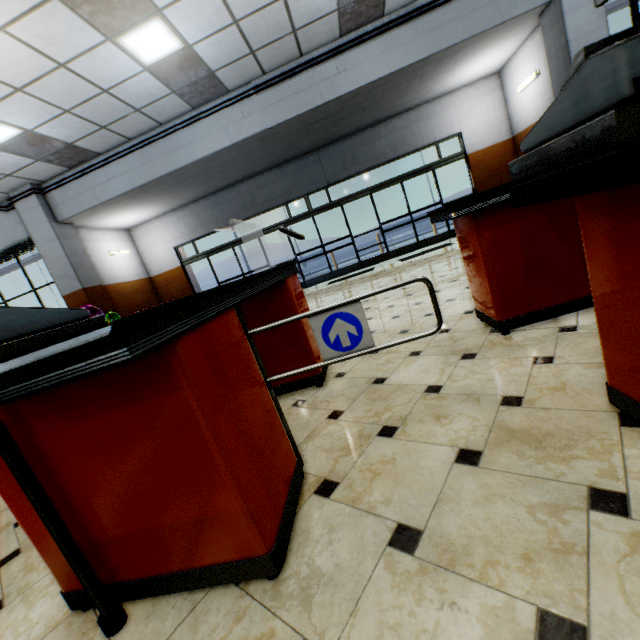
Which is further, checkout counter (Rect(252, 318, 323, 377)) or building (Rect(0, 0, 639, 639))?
checkout counter (Rect(252, 318, 323, 377))

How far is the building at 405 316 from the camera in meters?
3.1 m

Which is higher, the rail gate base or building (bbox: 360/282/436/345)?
the rail gate base

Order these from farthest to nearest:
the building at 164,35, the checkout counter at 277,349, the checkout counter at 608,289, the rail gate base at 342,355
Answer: the building at 164,35, the checkout counter at 277,349, the rail gate base at 342,355, the checkout counter at 608,289

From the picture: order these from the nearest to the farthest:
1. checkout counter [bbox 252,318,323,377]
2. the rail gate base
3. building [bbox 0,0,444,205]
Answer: the rail gate base < checkout counter [bbox 252,318,323,377] < building [bbox 0,0,444,205]

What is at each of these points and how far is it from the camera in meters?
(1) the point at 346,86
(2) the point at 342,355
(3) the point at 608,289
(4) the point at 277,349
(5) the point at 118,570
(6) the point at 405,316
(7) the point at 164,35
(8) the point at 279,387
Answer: (1) building, 6.9 m
(2) rail gate base, 1.5 m
(3) checkout counter, 1.1 m
(4) checkout counter, 2.5 m
(5) checkout counter, 1.2 m
(6) building, 3.6 m
(7) building, 5.1 m
(8) checkout counter, 2.6 m
